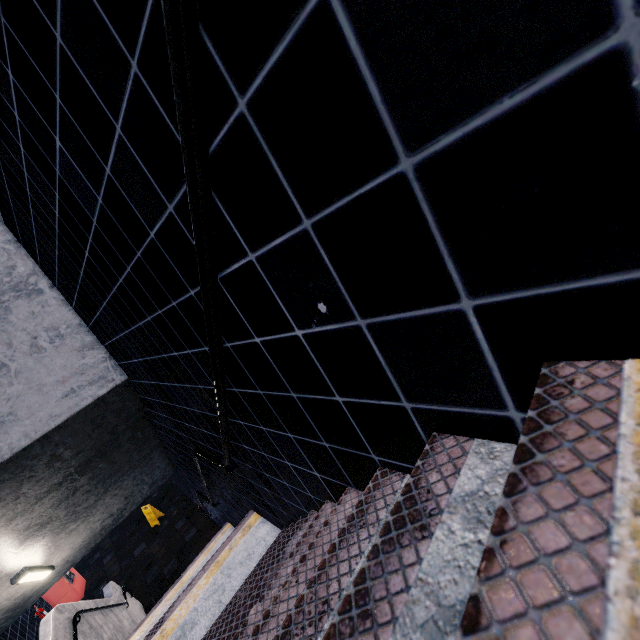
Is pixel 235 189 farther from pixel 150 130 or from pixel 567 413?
pixel 567 413
